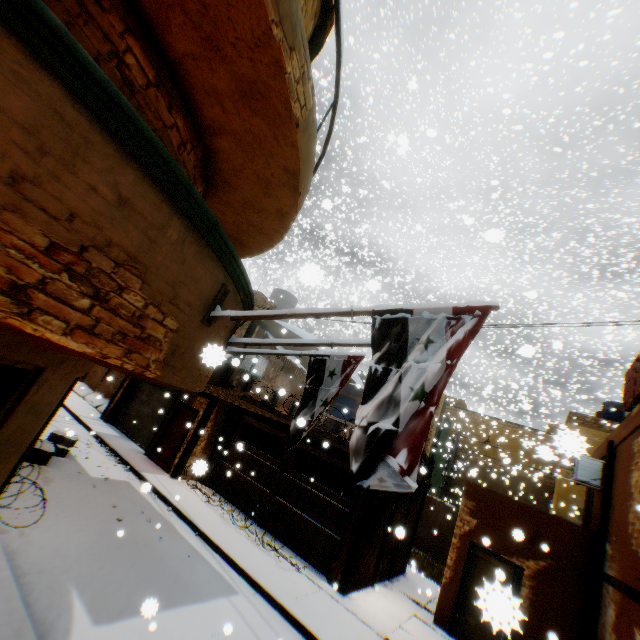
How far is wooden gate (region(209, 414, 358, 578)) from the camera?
9.8 meters

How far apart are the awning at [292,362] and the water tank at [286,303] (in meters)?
2.20

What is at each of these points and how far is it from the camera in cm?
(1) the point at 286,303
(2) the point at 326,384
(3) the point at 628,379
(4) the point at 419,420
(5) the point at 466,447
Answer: (1) water tank, 1811
(2) flag, 619
(3) wooden shield, 866
(4) flag, 262
(5) building, 3186

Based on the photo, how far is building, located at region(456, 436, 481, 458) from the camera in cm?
3190

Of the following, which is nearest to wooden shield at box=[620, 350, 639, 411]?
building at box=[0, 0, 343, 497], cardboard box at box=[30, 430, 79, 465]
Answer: building at box=[0, 0, 343, 497]

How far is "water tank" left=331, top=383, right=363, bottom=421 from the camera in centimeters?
1544cm

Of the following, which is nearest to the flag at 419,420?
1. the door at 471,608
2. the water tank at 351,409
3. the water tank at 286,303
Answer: the door at 471,608

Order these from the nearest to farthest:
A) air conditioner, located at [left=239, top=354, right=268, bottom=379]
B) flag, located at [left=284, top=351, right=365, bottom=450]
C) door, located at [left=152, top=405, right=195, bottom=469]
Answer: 1. flag, located at [left=284, top=351, right=365, bottom=450]
2. door, located at [left=152, top=405, right=195, bottom=469]
3. air conditioner, located at [left=239, top=354, right=268, bottom=379]
